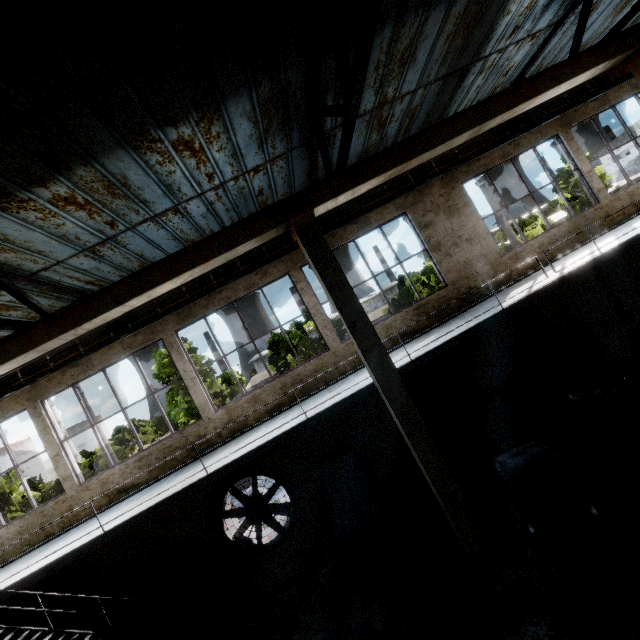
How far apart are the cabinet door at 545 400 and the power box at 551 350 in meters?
1.2

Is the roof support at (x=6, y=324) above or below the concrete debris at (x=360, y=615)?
above

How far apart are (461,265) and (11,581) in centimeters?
1301cm

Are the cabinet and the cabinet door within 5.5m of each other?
yes

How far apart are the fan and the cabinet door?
7.1 meters

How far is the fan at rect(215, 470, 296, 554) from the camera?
8.7 meters

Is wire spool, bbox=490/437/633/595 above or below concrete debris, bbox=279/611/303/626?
above

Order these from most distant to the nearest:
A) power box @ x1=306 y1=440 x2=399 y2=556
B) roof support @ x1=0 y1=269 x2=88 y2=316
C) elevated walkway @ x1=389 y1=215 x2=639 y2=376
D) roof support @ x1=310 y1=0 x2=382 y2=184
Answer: power box @ x1=306 y1=440 x2=399 y2=556
elevated walkway @ x1=389 y1=215 x2=639 y2=376
roof support @ x1=0 y1=269 x2=88 y2=316
roof support @ x1=310 y1=0 x2=382 y2=184
